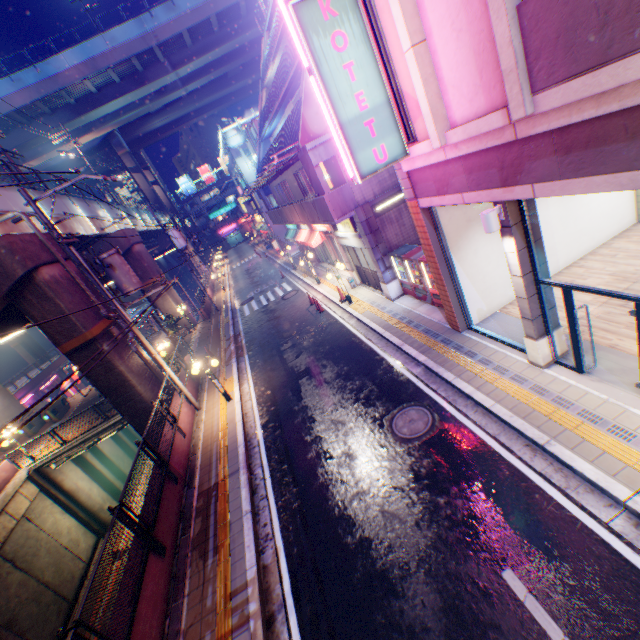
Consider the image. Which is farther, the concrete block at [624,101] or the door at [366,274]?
the door at [366,274]

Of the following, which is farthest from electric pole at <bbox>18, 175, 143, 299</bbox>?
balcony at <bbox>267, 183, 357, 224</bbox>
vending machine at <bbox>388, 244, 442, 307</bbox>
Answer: vending machine at <bbox>388, 244, 442, 307</bbox>

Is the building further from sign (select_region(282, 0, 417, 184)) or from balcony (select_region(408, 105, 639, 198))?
sign (select_region(282, 0, 417, 184))

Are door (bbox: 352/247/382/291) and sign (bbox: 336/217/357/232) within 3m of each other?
yes

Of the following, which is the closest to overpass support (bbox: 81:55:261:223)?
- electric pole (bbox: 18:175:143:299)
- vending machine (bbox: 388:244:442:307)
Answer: electric pole (bbox: 18:175:143:299)

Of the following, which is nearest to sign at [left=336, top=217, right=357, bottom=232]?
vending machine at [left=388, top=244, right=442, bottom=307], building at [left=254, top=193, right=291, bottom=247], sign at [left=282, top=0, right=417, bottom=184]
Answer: vending machine at [left=388, top=244, right=442, bottom=307]

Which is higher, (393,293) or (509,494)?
(393,293)

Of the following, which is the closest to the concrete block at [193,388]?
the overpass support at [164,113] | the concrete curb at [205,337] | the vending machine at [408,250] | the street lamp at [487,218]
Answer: the concrete curb at [205,337]
